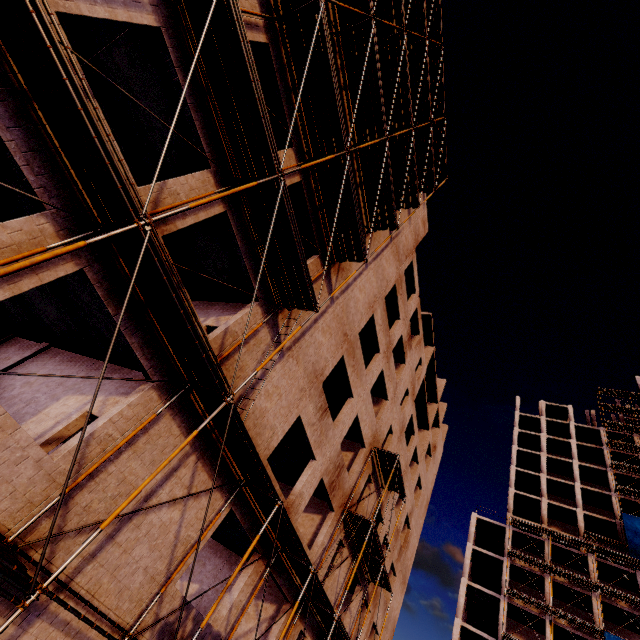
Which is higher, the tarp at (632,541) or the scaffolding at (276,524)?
the tarp at (632,541)

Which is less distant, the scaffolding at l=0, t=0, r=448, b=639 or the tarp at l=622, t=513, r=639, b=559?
the scaffolding at l=0, t=0, r=448, b=639

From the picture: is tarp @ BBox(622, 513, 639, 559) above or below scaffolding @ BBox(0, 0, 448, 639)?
above

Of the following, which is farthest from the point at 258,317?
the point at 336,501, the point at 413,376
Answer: the point at 413,376

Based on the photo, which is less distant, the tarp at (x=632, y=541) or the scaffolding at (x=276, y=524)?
the scaffolding at (x=276, y=524)
